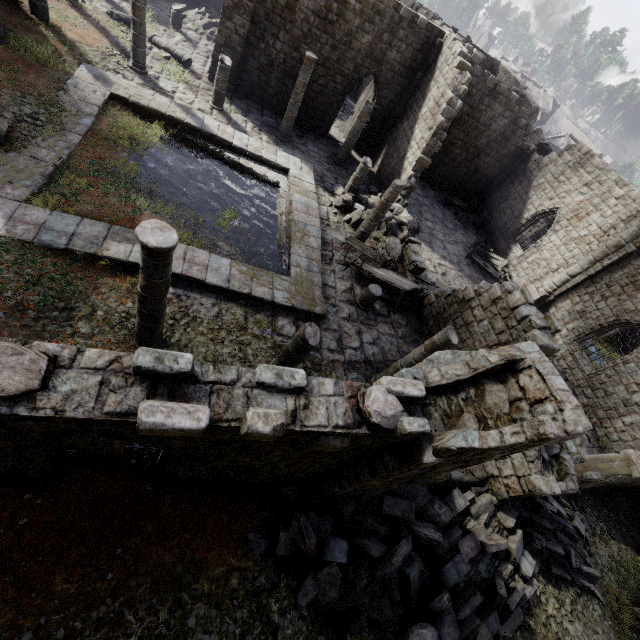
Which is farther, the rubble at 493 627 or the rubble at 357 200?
the rubble at 357 200

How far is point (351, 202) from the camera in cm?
1527

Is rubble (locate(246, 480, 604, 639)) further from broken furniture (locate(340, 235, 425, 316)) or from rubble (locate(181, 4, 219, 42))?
rubble (locate(181, 4, 219, 42))

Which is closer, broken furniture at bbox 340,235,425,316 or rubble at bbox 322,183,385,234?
broken furniture at bbox 340,235,425,316

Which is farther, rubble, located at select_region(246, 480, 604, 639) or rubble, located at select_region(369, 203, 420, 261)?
rubble, located at select_region(369, 203, 420, 261)

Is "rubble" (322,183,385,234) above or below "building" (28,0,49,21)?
below

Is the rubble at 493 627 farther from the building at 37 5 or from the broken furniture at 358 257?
the broken furniture at 358 257

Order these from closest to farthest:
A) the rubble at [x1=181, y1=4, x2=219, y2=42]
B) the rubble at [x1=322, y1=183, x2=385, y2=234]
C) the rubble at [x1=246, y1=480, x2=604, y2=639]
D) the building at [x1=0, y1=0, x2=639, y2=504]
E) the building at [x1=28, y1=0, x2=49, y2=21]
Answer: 1. the building at [x1=0, y1=0, x2=639, y2=504]
2. the rubble at [x1=246, y1=480, x2=604, y2=639]
3. the building at [x1=28, y1=0, x2=49, y2=21]
4. the rubble at [x1=322, y1=183, x2=385, y2=234]
5. the rubble at [x1=181, y1=4, x2=219, y2=42]
